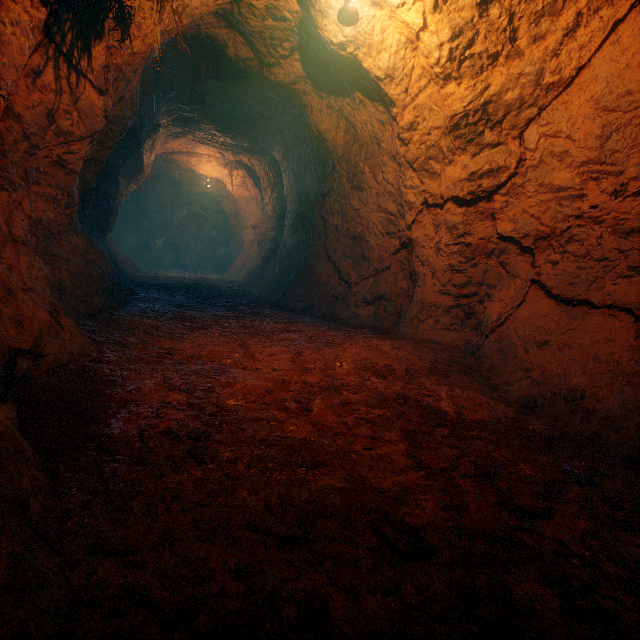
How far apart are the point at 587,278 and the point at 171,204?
18.2 meters
